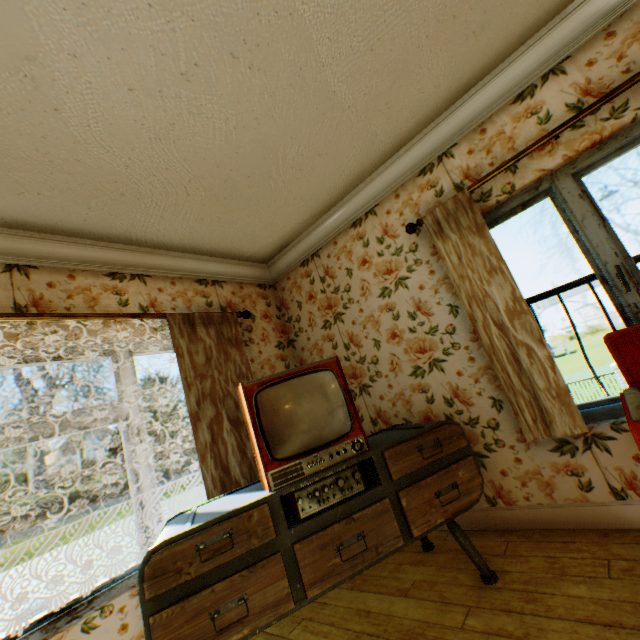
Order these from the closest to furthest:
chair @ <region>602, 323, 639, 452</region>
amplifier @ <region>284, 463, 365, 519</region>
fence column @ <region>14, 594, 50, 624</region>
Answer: chair @ <region>602, 323, 639, 452</region>, amplifier @ <region>284, 463, 365, 519</region>, fence column @ <region>14, 594, 50, 624</region>

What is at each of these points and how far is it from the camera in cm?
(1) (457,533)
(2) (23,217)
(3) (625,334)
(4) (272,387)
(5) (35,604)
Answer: (1) cabinet, 204
(2) building, 226
(3) chair, 188
(4) tv, 204
(5) fence column, 1065

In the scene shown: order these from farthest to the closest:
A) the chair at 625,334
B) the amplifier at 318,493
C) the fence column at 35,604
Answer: the fence column at 35,604 → the amplifier at 318,493 → the chair at 625,334

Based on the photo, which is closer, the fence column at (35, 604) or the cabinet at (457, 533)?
the cabinet at (457, 533)

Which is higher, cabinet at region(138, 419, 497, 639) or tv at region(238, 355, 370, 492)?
tv at region(238, 355, 370, 492)

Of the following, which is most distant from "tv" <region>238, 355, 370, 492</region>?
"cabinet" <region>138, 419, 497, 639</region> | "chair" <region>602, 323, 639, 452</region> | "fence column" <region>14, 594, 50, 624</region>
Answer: "fence column" <region>14, 594, 50, 624</region>

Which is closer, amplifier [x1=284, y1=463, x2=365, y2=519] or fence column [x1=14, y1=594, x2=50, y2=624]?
amplifier [x1=284, y1=463, x2=365, y2=519]

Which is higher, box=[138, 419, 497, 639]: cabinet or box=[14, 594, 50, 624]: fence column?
box=[138, 419, 497, 639]: cabinet
